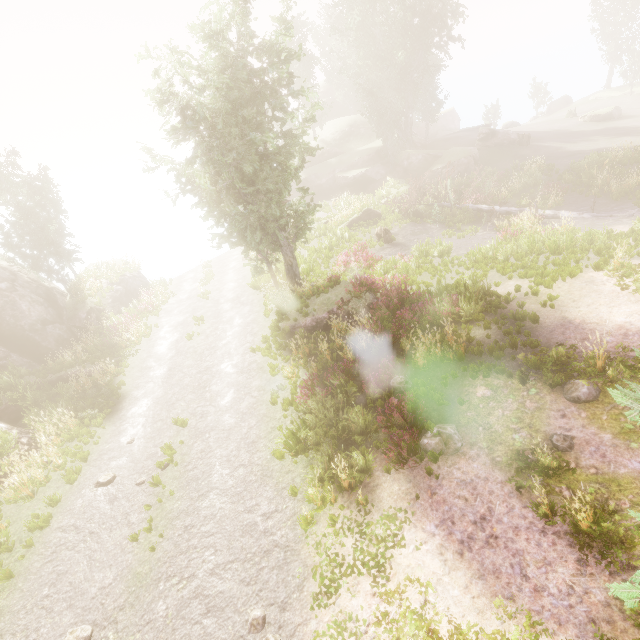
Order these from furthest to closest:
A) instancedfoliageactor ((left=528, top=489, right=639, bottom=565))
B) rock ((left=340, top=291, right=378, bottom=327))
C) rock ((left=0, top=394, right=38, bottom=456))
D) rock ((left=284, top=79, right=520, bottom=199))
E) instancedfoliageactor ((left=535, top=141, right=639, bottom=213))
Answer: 1. rock ((left=284, top=79, right=520, bottom=199))
2. instancedfoliageactor ((left=535, top=141, right=639, bottom=213))
3. rock ((left=340, top=291, right=378, bottom=327))
4. rock ((left=0, top=394, right=38, bottom=456))
5. instancedfoliageactor ((left=528, top=489, right=639, bottom=565))

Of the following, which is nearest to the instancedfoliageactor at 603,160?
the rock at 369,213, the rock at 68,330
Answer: the rock at 68,330

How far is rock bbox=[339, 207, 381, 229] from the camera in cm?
2594

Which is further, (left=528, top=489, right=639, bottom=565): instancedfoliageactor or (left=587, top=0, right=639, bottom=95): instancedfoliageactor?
(left=587, top=0, right=639, bottom=95): instancedfoliageactor

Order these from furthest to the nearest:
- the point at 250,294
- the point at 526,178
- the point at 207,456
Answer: the point at 526,178, the point at 250,294, the point at 207,456

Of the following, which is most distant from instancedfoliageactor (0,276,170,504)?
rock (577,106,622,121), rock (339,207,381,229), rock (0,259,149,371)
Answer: rock (339,207,381,229)

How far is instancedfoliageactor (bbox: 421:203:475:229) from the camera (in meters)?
22.41

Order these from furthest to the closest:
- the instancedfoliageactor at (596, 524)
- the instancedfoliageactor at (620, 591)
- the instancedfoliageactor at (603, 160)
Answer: the instancedfoliageactor at (603, 160), the instancedfoliageactor at (596, 524), the instancedfoliageactor at (620, 591)
